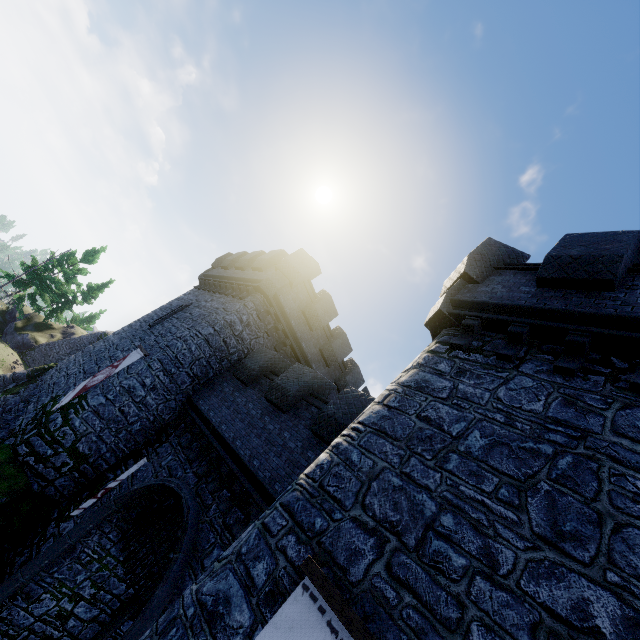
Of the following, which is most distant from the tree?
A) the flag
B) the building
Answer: the flag

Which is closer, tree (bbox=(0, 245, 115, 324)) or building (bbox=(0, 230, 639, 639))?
building (bbox=(0, 230, 639, 639))

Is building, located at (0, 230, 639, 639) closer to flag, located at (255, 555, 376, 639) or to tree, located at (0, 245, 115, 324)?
flag, located at (255, 555, 376, 639)

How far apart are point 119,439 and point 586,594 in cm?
1488

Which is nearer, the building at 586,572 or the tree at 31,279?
the building at 586,572

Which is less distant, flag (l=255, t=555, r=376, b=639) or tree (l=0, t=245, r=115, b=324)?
flag (l=255, t=555, r=376, b=639)

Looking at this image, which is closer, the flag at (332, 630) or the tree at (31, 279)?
the flag at (332, 630)
